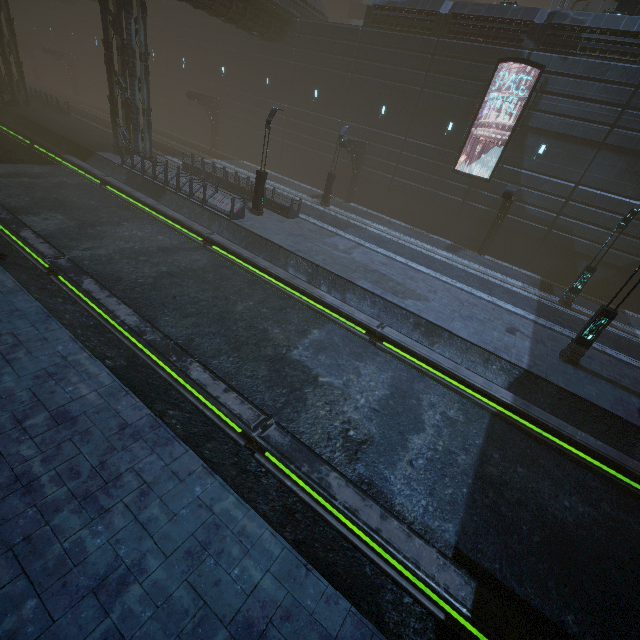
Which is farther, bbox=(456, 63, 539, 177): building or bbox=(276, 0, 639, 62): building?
bbox=(456, 63, 539, 177): building

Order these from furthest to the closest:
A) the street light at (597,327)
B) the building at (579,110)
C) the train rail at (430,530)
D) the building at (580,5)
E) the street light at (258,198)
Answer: the building at (579,110) < the building at (580,5) < the street light at (258,198) < the street light at (597,327) < the train rail at (430,530)

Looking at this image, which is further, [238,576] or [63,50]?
[63,50]

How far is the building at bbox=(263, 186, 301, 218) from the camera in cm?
2015

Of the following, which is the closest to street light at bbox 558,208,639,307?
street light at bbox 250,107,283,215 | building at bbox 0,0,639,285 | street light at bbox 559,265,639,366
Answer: building at bbox 0,0,639,285

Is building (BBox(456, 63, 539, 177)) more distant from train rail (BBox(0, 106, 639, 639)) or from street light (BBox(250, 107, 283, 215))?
street light (BBox(250, 107, 283, 215))

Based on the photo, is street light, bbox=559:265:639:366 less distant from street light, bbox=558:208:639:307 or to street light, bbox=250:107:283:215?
street light, bbox=558:208:639:307

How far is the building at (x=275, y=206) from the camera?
20.2 meters
